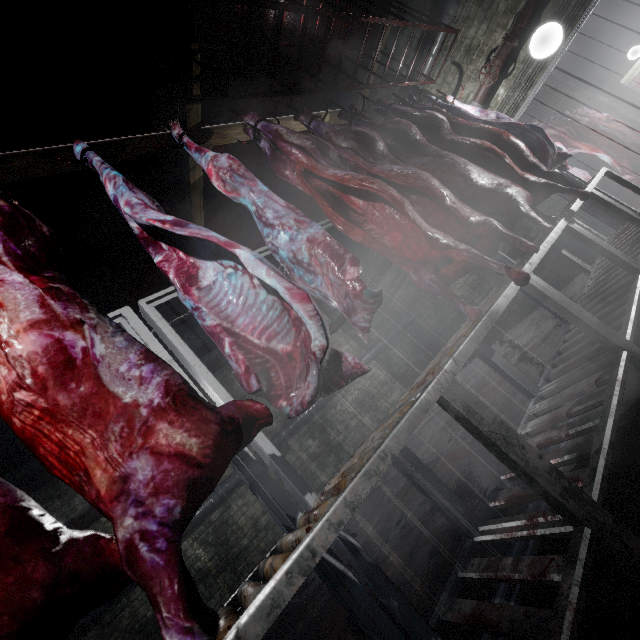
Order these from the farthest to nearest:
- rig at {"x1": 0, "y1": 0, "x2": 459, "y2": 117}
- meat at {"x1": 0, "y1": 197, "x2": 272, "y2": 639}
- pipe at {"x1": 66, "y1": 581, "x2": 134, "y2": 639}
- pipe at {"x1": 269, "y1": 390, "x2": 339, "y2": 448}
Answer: pipe at {"x1": 269, "y1": 390, "x2": 339, "y2": 448}, pipe at {"x1": 66, "y1": 581, "x2": 134, "y2": 639}, rig at {"x1": 0, "y1": 0, "x2": 459, "y2": 117}, meat at {"x1": 0, "y1": 197, "x2": 272, "y2": 639}

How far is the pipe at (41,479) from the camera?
3.8 meters

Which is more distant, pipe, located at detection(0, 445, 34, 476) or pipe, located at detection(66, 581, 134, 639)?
pipe, located at detection(0, 445, 34, 476)

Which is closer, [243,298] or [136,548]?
[136,548]

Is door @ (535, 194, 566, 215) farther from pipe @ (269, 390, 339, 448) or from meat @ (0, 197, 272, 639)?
meat @ (0, 197, 272, 639)

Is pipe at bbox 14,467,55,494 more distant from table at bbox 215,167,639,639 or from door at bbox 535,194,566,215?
table at bbox 215,167,639,639

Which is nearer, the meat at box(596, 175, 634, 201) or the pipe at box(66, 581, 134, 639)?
the pipe at box(66, 581, 134, 639)

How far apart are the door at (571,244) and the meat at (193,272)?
4.6 meters
